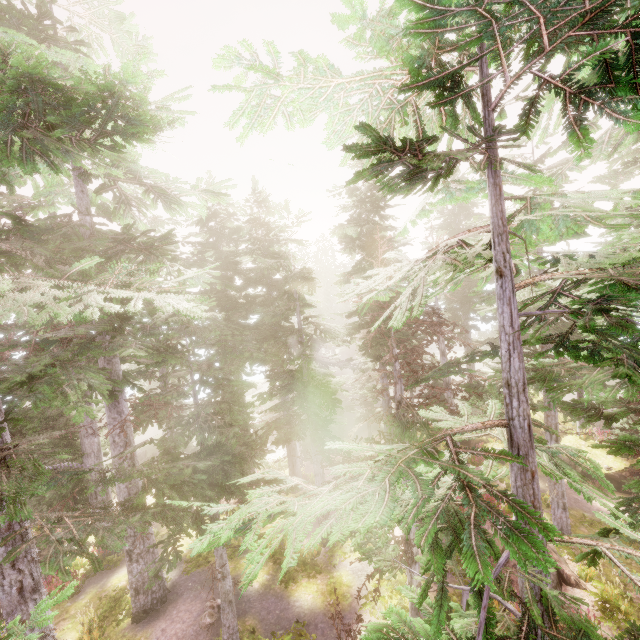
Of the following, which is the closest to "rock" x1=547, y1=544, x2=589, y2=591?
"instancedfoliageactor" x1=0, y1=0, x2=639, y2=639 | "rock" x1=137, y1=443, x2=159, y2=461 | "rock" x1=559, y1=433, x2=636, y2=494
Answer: "instancedfoliageactor" x1=0, y1=0, x2=639, y2=639

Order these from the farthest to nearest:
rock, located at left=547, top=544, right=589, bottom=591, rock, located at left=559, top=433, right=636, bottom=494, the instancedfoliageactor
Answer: rock, located at left=559, top=433, right=636, bottom=494 → rock, located at left=547, top=544, right=589, bottom=591 → the instancedfoliageactor

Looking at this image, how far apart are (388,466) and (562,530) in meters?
17.2

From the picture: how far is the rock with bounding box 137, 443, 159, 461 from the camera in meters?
35.0 m

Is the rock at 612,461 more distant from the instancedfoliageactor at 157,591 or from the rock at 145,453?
the rock at 145,453

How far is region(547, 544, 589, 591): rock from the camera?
11.6 meters

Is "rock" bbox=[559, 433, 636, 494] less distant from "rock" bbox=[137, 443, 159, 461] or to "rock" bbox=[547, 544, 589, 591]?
"rock" bbox=[547, 544, 589, 591]

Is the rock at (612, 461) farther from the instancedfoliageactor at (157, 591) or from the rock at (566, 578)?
the rock at (566, 578)
